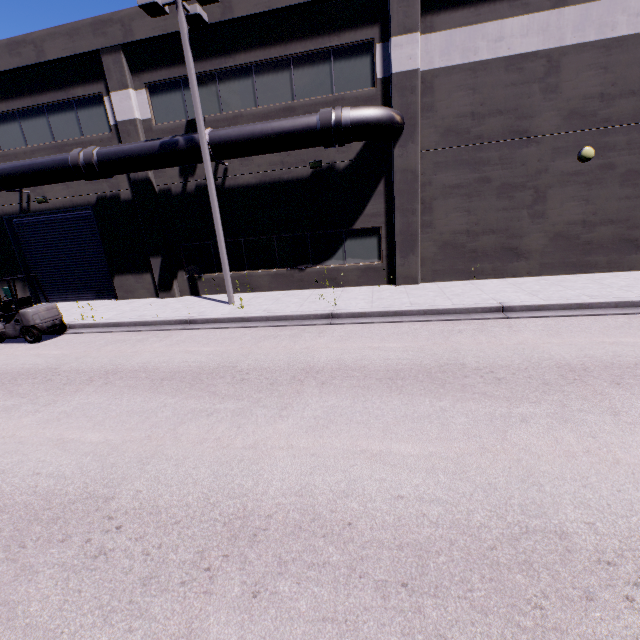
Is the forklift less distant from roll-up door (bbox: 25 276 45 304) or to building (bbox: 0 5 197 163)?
roll-up door (bbox: 25 276 45 304)

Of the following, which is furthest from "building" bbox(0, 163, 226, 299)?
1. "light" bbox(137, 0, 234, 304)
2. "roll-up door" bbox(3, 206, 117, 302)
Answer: "light" bbox(137, 0, 234, 304)

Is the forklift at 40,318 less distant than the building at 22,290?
Yes

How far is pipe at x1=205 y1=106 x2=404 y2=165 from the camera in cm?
1067

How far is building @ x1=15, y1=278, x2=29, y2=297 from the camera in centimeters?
1661cm

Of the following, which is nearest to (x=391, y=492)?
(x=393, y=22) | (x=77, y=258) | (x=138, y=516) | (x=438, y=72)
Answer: (x=138, y=516)

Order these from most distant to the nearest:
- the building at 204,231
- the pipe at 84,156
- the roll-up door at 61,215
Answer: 1. the roll-up door at 61,215
2. the building at 204,231
3. the pipe at 84,156

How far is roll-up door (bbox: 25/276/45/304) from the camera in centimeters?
1658cm
